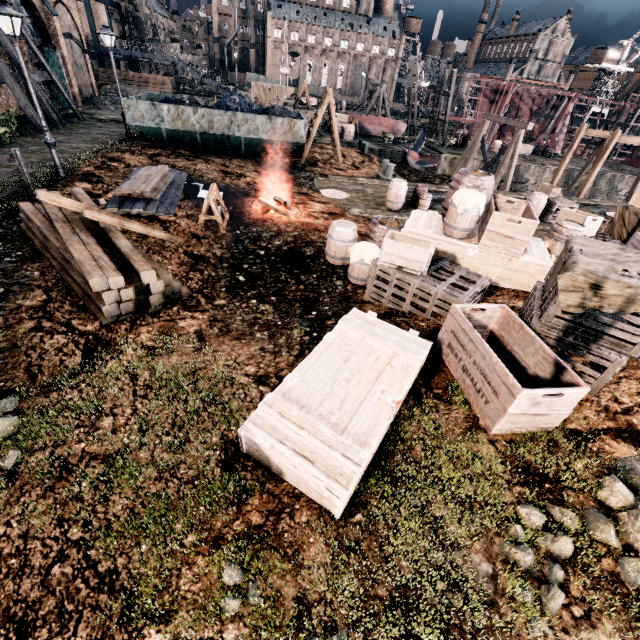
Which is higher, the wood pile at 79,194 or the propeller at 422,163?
the wood pile at 79,194

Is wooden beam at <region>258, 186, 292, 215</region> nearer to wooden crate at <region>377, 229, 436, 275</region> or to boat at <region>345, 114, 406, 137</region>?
wooden crate at <region>377, 229, 436, 275</region>

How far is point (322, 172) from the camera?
21.1 meters

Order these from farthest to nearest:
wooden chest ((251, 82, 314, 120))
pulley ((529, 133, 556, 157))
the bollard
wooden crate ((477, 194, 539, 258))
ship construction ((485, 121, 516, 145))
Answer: ship construction ((485, 121, 516, 145)) < pulley ((529, 133, 556, 157)) < wooden chest ((251, 82, 314, 120)) < the bollard < wooden crate ((477, 194, 539, 258))

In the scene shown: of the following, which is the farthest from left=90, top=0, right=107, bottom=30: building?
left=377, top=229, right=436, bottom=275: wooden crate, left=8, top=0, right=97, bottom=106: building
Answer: left=377, top=229, right=436, bottom=275: wooden crate

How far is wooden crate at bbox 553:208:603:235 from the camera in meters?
10.7 m

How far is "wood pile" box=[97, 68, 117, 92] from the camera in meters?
41.1

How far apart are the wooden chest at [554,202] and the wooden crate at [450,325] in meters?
15.9 m
